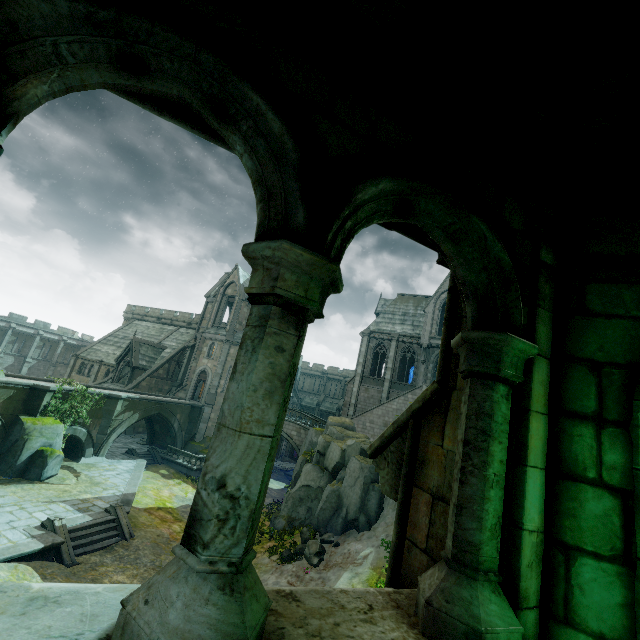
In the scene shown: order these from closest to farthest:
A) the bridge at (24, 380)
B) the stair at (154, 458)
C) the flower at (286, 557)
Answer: the flower at (286, 557), the bridge at (24, 380), the stair at (154, 458)

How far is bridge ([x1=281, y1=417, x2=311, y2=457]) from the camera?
34.1 meters

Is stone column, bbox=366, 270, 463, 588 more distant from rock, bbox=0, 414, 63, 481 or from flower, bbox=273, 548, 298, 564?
rock, bbox=0, 414, 63, 481

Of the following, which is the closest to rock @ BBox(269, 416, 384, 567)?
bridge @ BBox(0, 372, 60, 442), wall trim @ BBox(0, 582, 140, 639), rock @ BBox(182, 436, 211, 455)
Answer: rock @ BBox(182, 436, 211, 455)

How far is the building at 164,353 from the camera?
35.62m

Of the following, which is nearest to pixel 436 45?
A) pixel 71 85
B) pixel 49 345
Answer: pixel 71 85

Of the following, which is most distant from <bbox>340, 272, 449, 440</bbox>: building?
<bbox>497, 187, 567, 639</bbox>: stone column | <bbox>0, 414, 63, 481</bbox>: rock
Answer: <bbox>497, 187, 567, 639</bbox>: stone column

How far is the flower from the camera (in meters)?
16.84
